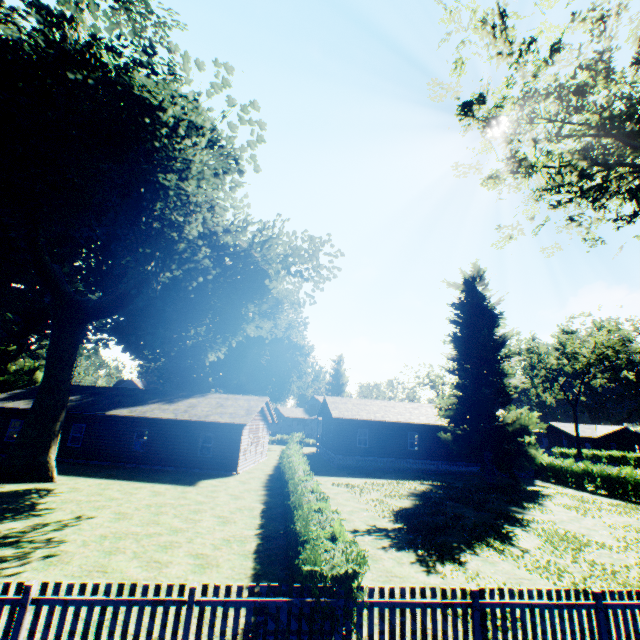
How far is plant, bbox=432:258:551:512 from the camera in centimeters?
2602cm

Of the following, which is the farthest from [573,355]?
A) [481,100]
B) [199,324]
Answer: [199,324]

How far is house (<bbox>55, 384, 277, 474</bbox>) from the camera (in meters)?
23.22

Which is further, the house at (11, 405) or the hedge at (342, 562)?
the house at (11, 405)

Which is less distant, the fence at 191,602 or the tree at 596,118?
the fence at 191,602

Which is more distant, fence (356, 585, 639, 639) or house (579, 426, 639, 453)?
house (579, 426, 639, 453)

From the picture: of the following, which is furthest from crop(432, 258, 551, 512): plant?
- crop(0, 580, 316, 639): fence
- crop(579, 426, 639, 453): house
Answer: crop(579, 426, 639, 453): house

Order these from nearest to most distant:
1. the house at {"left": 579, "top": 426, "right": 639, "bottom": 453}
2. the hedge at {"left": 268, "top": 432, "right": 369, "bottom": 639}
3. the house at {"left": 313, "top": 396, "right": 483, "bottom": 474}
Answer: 1. the hedge at {"left": 268, "top": 432, "right": 369, "bottom": 639}
2. the house at {"left": 313, "top": 396, "right": 483, "bottom": 474}
3. the house at {"left": 579, "top": 426, "right": 639, "bottom": 453}
